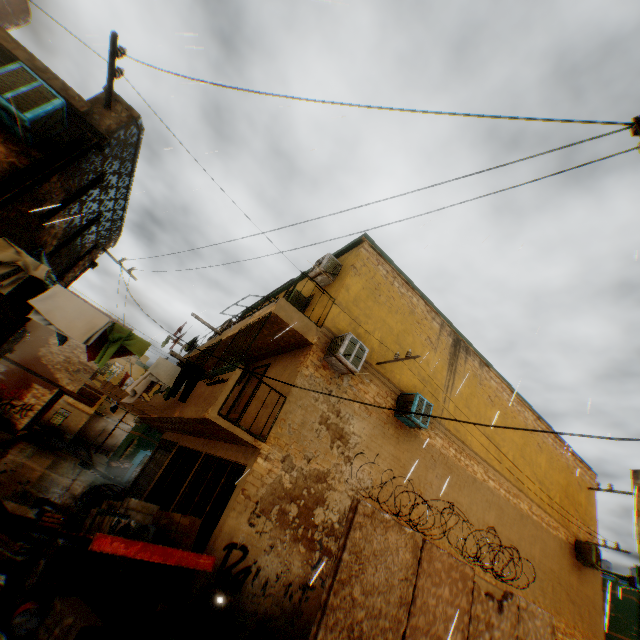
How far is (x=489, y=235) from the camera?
6.0m

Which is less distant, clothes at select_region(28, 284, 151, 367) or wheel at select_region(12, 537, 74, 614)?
wheel at select_region(12, 537, 74, 614)

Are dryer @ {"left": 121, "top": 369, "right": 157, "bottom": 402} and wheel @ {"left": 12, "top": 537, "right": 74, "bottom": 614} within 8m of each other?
yes

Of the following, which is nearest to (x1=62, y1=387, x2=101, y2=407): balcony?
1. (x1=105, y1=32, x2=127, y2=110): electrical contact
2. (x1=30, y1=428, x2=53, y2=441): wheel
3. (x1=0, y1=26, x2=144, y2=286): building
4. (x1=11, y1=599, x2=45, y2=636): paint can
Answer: (x1=0, y1=26, x2=144, y2=286): building

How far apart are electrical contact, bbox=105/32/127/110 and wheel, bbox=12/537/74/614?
8.1m

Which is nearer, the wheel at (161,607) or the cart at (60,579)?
the cart at (60,579)

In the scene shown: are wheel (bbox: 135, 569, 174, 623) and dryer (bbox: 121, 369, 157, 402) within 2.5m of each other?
no

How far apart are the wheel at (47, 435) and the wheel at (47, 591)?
24.4 meters
